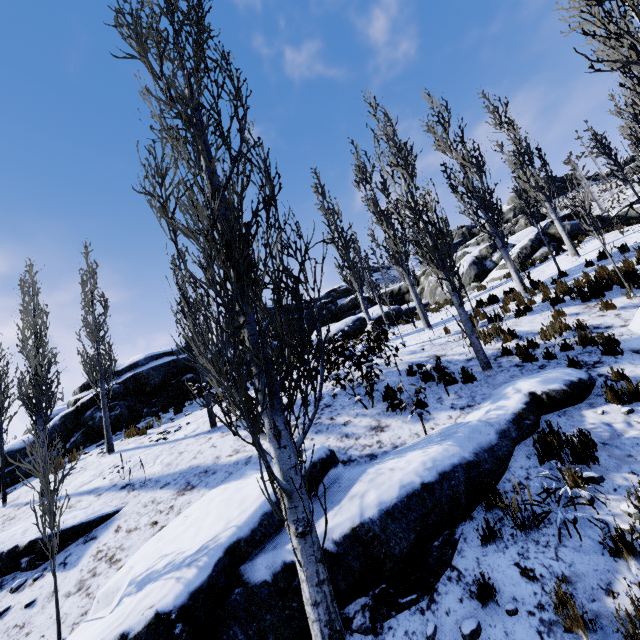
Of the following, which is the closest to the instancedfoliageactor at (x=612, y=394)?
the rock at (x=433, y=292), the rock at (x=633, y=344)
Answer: the rock at (x=633, y=344)

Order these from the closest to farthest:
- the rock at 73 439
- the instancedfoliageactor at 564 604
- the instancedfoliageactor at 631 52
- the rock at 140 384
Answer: the instancedfoliageactor at 631 52
the instancedfoliageactor at 564 604
the rock at 73 439
the rock at 140 384

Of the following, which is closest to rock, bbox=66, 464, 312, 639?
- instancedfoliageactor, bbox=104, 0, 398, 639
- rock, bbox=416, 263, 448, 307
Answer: instancedfoliageactor, bbox=104, 0, 398, 639

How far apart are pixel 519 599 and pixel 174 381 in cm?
1524

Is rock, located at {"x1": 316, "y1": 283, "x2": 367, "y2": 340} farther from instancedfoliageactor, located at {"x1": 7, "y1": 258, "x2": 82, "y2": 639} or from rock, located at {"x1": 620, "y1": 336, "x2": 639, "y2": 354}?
rock, located at {"x1": 620, "y1": 336, "x2": 639, "y2": 354}

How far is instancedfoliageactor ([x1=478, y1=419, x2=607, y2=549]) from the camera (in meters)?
3.84

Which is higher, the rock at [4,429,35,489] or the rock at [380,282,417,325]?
the rock at [380,282,417,325]
